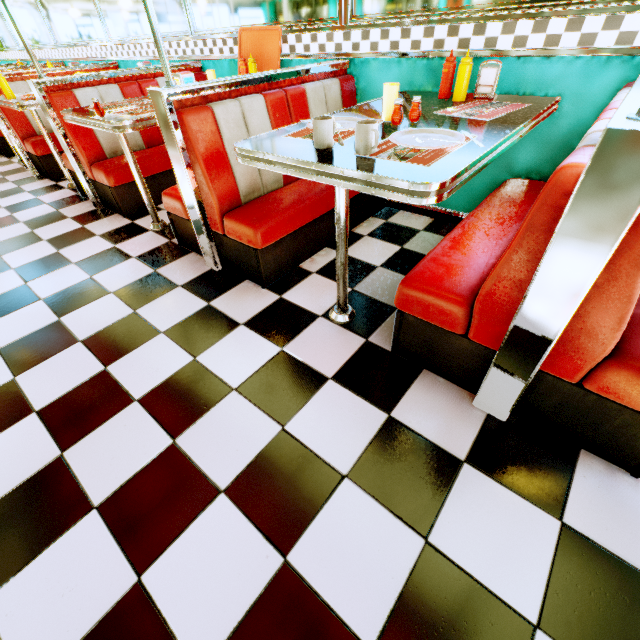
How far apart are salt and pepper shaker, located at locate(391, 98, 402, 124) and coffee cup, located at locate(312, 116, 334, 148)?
0.4 meters

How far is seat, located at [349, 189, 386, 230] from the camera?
2.58m

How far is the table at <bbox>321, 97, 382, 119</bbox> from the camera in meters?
1.8 m

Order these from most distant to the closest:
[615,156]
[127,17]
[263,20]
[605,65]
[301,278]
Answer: [127,17] < [263,20] < [301,278] < [605,65] < [615,156]

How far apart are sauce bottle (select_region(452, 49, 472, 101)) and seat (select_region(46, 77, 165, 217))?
2.5 meters

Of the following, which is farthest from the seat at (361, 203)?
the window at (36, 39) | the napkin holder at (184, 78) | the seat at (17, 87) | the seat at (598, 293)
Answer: the seat at (17, 87)

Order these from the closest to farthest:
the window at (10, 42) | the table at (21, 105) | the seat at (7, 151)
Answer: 1. the table at (21, 105)
2. the seat at (7, 151)
3. the window at (10, 42)

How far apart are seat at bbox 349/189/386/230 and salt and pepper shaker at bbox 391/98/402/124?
0.8 meters
